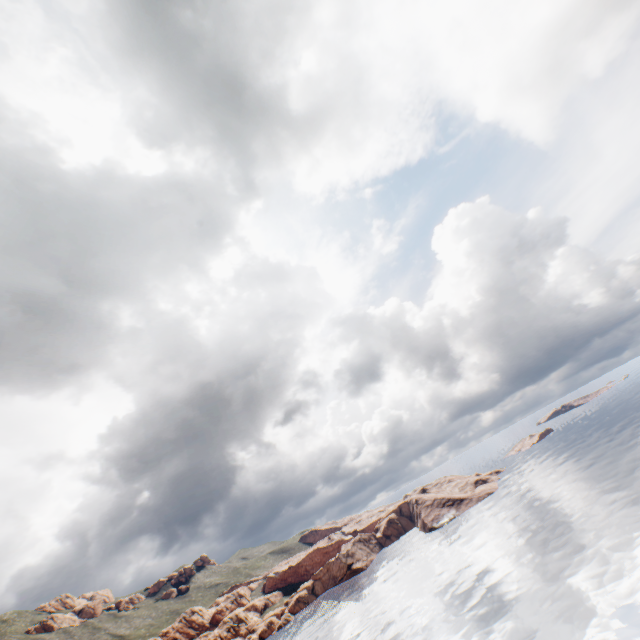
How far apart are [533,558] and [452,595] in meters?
15.5
